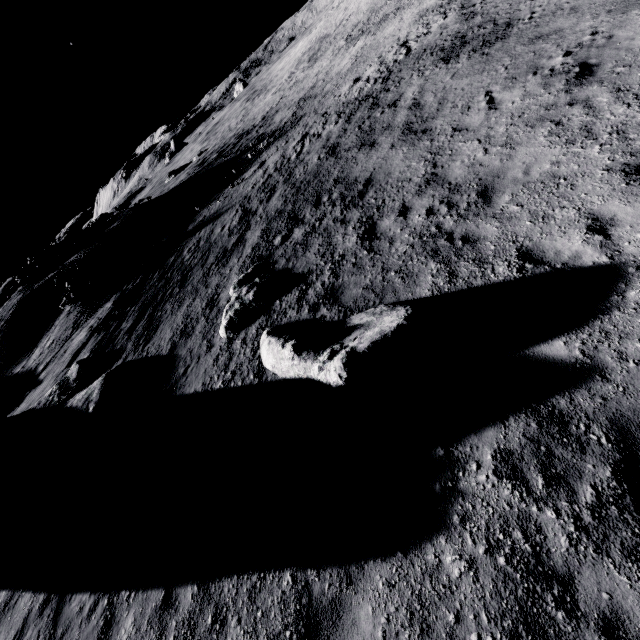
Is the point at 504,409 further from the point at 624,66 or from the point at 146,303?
the point at 146,303

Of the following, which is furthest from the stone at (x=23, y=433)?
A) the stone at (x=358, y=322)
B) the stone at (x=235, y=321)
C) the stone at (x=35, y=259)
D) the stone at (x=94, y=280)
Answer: the stone at (x=35, y=259)

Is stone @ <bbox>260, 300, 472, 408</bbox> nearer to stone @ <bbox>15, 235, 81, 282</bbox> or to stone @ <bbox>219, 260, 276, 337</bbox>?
stone @ <bbox>219, 260, 276, 337</bbox>

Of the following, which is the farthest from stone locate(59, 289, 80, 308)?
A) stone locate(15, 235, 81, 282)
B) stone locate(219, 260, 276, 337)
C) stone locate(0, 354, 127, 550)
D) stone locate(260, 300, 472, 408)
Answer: stone locate(260, 300, 472, 408)

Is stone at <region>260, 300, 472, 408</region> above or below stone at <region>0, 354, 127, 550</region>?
below

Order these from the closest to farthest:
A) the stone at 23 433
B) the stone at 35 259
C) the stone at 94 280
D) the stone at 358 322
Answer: the stone at 358 322
the stone at 23 433
the stone at 94 280
the stone at 35 259

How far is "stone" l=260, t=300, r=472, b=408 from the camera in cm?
526

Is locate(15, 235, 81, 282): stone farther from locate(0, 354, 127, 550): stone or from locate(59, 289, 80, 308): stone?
locate(0, 354, 127, 550): stone
